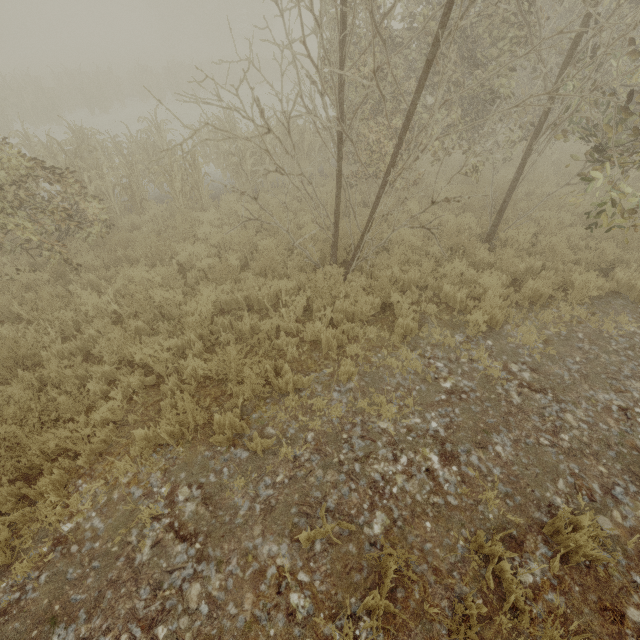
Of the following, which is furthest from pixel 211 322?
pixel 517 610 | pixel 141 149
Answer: pixel 141 149
